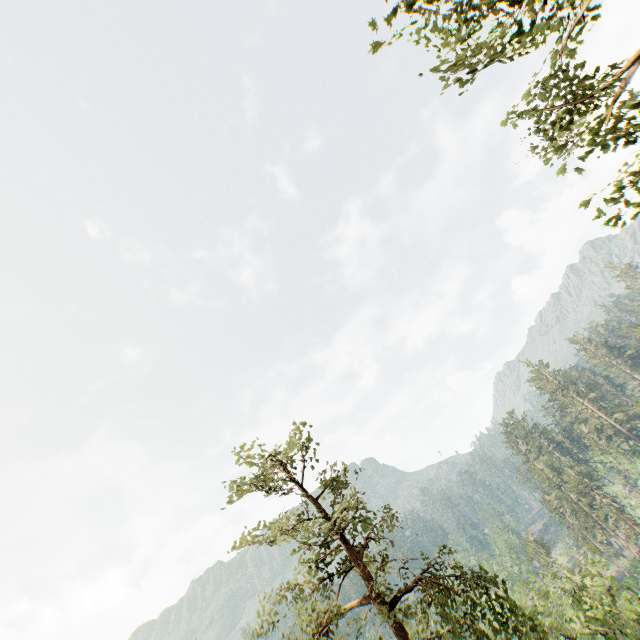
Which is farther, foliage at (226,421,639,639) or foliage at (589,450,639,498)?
foliage at (589,450,639,498)

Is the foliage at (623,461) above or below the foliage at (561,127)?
below

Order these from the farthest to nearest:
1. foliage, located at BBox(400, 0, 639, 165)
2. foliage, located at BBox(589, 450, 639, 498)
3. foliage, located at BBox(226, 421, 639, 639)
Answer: foliage, located at BBox(589, 450, 639, 498) < foliage, located at BBox(226, 421, 639, 639) < foliage, located at BBox(400, 0, 639, 165)

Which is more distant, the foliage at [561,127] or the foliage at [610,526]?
the foliage at [610,526]

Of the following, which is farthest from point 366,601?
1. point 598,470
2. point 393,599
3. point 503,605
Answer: point 598,470

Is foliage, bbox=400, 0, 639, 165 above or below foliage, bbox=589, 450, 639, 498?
above
